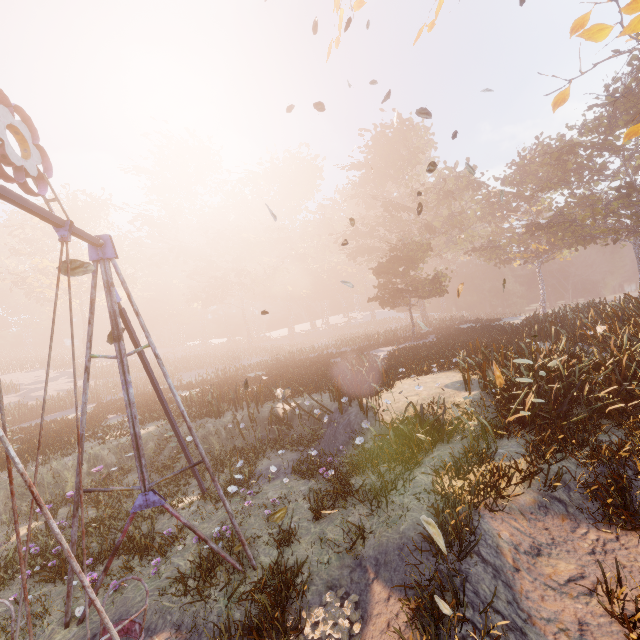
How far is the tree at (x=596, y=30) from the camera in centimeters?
841cm

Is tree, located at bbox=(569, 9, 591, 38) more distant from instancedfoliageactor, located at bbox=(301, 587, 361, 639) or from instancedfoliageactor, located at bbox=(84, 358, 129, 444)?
instancedfoliageactor, located at bbox=(84, 358, 129, 444)

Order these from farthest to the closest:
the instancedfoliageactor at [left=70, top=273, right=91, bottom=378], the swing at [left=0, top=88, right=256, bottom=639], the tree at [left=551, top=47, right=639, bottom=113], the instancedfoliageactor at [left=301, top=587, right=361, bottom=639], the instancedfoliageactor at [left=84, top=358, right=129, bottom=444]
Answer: the instancedfoliageactor at [left=70, top=273, right=91, bottom=378], the instancedfoliageactor at [left=84, top=358, right=129, bottom=444], the tree at [left=551, top=47, right=639, bottom=113], the instancedfoliageactor at [left=301, top=587, right=361, bottom=639], the swing at [left=0, top=88, right=256, bottom=639]

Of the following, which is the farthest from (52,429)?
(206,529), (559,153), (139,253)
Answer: (139,253)

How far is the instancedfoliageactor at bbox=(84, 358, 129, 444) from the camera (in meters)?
13.86

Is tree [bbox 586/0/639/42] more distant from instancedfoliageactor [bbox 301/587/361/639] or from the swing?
instancedfoliageactor [bbox 301/587/361/639]

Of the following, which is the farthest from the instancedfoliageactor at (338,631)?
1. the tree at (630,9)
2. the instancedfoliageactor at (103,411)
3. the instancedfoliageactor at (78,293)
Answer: the instancedfoliageactor at (78,293)

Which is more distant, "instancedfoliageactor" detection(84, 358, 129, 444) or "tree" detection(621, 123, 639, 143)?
"instancedfoliageactor" detection(84, 358, 129, 444)
